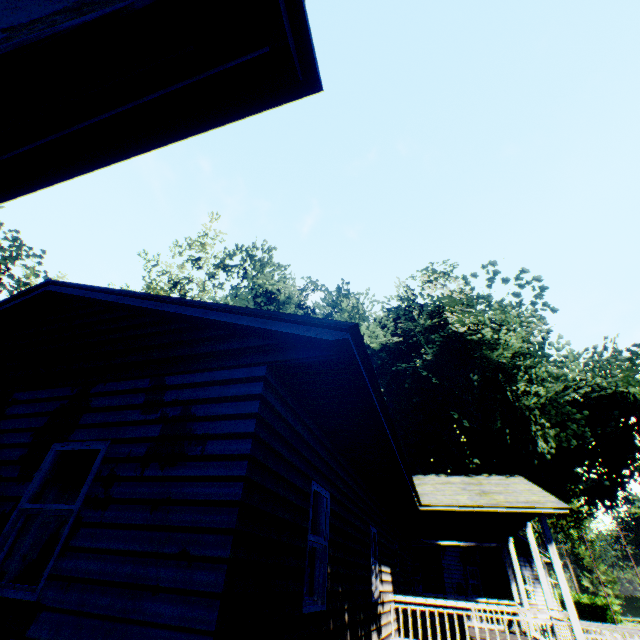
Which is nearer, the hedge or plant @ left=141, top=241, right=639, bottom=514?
plant @ left=141, top=241, right=639, bottom=514

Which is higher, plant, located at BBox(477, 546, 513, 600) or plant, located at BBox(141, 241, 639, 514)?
plant, located at BBox(141, 241, 639, 514)

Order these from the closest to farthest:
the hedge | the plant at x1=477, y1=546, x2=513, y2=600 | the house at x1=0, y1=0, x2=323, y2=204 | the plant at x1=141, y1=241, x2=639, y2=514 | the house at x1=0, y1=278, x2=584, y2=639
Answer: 1. the house at x1=0, y1=0, x2=323, y2=204
2. the house at x1=0, y1=278, x2=584, y2=639
3. the plant at x1=141, y1=241, x2=639, y2=514
4. the plant at x1=477, y1=546, x2=513, y2=600
5. the hedge

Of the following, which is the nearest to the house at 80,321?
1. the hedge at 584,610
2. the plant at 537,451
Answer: the plant at 537,451

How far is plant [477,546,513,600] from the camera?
17.8m

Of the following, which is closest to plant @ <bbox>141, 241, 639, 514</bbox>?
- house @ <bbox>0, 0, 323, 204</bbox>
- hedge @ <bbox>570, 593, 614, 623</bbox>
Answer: house @ <bbox>0, 0, 323, 204</bbox>

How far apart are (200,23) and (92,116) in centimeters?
90cm

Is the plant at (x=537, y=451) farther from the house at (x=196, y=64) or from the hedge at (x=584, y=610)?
the hedge at (x=584, y=610)
